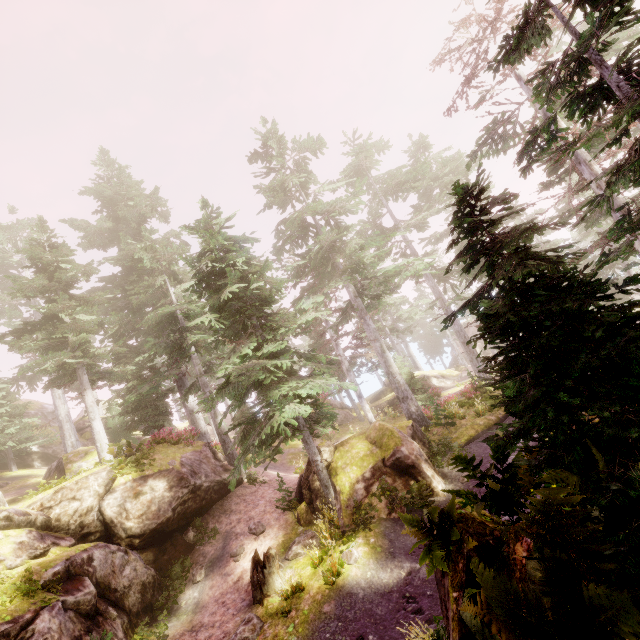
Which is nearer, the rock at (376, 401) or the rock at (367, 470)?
the rock at (367, 470)

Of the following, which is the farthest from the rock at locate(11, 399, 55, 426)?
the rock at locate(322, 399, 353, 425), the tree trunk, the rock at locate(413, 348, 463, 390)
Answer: the rock at locate(413, 348, 463, 390)

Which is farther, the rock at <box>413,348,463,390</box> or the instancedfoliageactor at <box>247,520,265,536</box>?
the rock at <box>413,348,463,390</box>

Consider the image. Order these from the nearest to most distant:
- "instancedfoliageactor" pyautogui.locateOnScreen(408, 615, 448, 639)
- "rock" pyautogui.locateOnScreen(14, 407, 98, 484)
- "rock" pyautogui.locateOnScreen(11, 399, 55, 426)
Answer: "instancedfoliageactor" pyautogui.locateOnScreen(408, 615, 448, 639) → "rock" pyautogui.locateOnScreen(14, 407, 98, 484) → "rock" pyautogui.locateOnScreen(11, 399, 55, 426)

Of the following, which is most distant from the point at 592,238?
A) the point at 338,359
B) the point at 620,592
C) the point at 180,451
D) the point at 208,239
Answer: the point at 620,592

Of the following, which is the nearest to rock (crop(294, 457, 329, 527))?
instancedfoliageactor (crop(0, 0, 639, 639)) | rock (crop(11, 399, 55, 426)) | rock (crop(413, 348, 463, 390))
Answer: instancedfoliageactor (crop(0, 0, 639, 639))

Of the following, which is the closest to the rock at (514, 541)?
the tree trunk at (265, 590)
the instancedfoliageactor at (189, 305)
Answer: the instancedfoliageactor at (189, 305)

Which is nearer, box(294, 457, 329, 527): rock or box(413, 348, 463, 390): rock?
box(294, 457, 329, 527): rock
